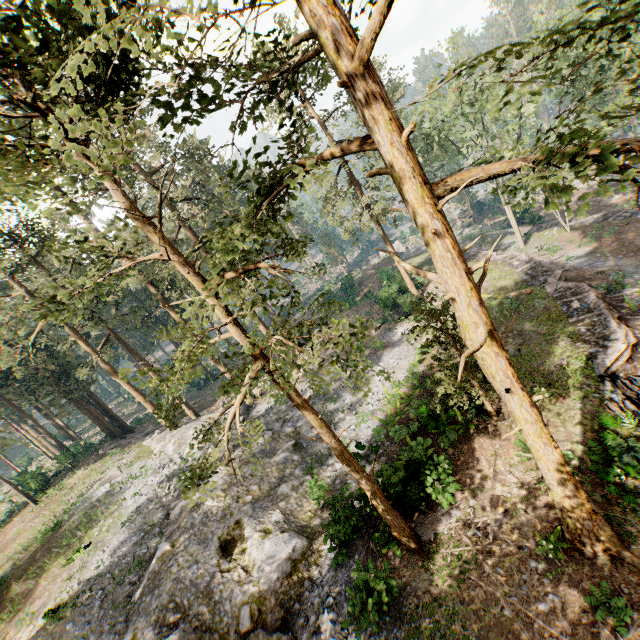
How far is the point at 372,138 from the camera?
6.38m

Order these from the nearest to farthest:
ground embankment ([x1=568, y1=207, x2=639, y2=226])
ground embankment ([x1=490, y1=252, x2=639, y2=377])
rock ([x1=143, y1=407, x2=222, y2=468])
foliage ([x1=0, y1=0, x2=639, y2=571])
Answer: foliage ([x1=0, y1=0, x2=639, y2=571]) < ground embankment ([x1=490, y1=252, x2=639, y2=377]) < rock ([x1=143, y1=407, x2=222, y2=468]) < ground embankment ([x1=568, y1=207, x2=639, y2=226])

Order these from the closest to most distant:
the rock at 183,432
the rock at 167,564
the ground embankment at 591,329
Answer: the rock at 167,564, the ground embankment at 591,329, the rock at 183,432

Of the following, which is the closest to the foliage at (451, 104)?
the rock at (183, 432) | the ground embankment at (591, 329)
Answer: the rock at (183, 432)

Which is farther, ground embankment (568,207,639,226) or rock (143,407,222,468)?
ground embankment (568,207,639,226)

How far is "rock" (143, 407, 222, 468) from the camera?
24.0m

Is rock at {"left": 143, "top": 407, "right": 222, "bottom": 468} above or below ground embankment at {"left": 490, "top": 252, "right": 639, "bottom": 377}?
above

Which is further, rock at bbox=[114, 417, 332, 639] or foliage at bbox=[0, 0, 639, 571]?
rock at bbox=[114, 417, 332, 639]
